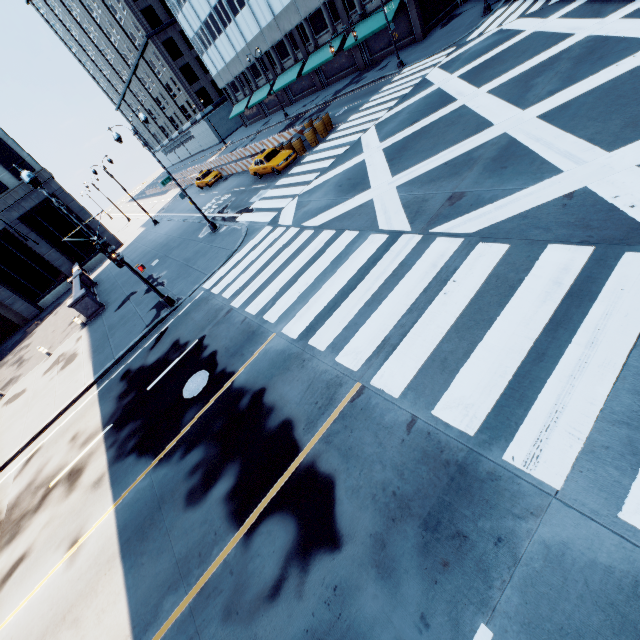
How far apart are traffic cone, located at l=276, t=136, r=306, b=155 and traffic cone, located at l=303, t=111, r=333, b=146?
1.4 meters

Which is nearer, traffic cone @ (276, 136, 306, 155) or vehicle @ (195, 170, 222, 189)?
traffic cone @ (276, 136, 306, 155)

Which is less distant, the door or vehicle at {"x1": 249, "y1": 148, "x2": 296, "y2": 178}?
vehicle at {"x1": 249, "y1": 148, "x2": 296, "y2": 178}

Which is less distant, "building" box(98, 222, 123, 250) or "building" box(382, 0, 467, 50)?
"building" box(382, 0, 467, 50)

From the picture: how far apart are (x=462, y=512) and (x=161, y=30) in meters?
80.0 m

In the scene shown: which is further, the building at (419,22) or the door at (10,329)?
the door at (10,329)

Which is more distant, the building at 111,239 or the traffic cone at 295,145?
the building at 111,239

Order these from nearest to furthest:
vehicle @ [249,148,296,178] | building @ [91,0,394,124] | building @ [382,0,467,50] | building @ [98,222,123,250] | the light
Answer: the light, vehicle @ [249,148,296,178], building @ [382,0,467,50], building @ [91,0,394,124], building @ [98,222,123,250]
